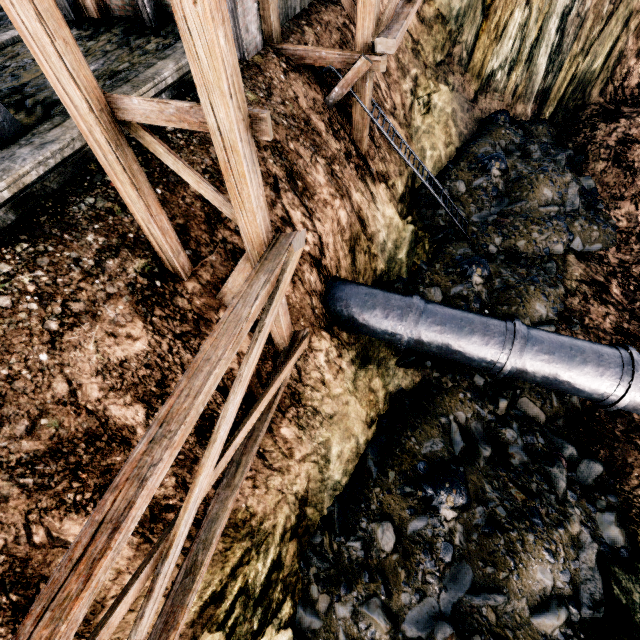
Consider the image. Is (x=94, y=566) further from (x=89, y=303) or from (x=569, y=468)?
(x=569, y=468)

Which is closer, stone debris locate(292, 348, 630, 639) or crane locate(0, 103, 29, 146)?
crane locate(0, 103, 29, 146)

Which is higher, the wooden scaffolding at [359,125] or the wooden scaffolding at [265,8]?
the wooden scaffolding at [265,8]

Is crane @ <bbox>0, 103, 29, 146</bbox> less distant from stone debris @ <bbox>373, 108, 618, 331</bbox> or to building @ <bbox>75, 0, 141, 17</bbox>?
building @ <bbox>75, 0, 141, 17</bbox>

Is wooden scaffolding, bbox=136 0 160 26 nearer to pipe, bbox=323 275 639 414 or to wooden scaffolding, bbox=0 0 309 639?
pipe, bbox=323 275 639 414

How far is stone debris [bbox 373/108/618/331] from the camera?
12.6m

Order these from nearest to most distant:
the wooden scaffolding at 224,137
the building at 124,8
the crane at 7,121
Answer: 1. the wooden scaffolding at 224,137
2. the crane at 7,121
3. the building at 124,8

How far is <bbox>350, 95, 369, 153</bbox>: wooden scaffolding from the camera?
11.1 meters
